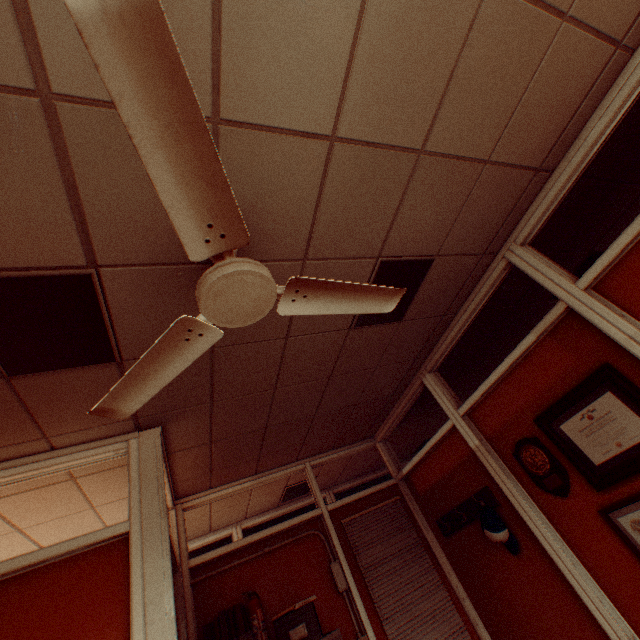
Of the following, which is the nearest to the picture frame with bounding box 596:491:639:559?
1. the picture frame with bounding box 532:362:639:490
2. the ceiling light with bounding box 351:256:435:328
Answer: the picture frame with bounding box 532:362:639:490

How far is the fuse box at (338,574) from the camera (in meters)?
3.41

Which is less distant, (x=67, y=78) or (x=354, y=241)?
(x=67, y=78)

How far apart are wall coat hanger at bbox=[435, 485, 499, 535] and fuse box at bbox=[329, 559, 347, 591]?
1.2 meters

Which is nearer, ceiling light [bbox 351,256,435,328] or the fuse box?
ceiling light [bbox 351,256,435,328]

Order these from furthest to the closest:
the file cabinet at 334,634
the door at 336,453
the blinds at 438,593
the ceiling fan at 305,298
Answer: the door at 336,453
the blinds at 438,593
the file cabinet at 334,634
the ceiling fan at 305,298

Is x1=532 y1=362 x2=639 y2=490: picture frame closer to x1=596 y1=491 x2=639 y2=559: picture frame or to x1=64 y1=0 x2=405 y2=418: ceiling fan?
x1=596 y1=491 x2=639 y2=559: picture frame

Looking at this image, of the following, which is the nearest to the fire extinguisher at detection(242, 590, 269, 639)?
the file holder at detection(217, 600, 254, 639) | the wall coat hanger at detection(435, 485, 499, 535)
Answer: the file holder at detection(217, 600, 254, 639)
